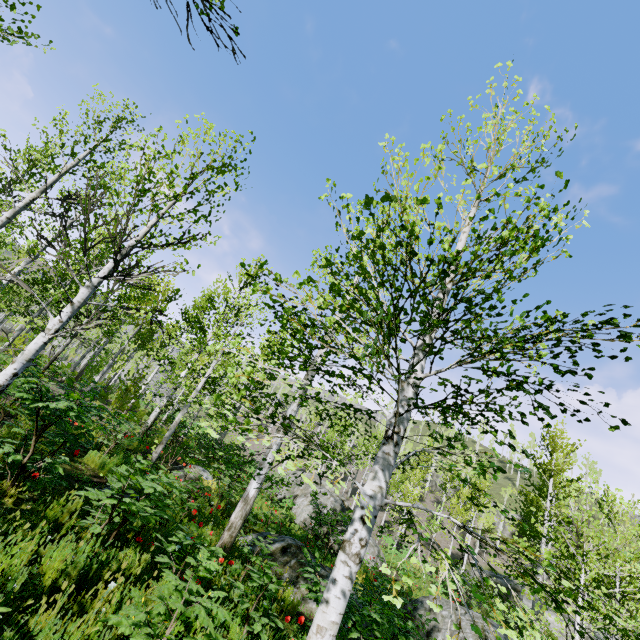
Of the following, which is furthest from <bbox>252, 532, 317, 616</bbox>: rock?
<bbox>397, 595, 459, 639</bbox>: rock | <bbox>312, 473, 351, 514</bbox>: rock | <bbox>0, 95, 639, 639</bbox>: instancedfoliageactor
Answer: <bbox>312, 473, 351, 514</bbox>: rock

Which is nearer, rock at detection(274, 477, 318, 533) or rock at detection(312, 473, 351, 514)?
rock at detection(274, 477, 318, 533)

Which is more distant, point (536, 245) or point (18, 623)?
point (536, 245)

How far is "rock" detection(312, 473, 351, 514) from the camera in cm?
1631

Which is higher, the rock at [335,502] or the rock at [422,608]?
the rock at [335,502]

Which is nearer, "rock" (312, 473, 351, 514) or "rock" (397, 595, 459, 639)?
"rock" (397, 595, 459, 639)

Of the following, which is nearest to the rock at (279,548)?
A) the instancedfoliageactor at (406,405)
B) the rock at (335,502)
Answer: the instancedfoliageactor at (406,405)
